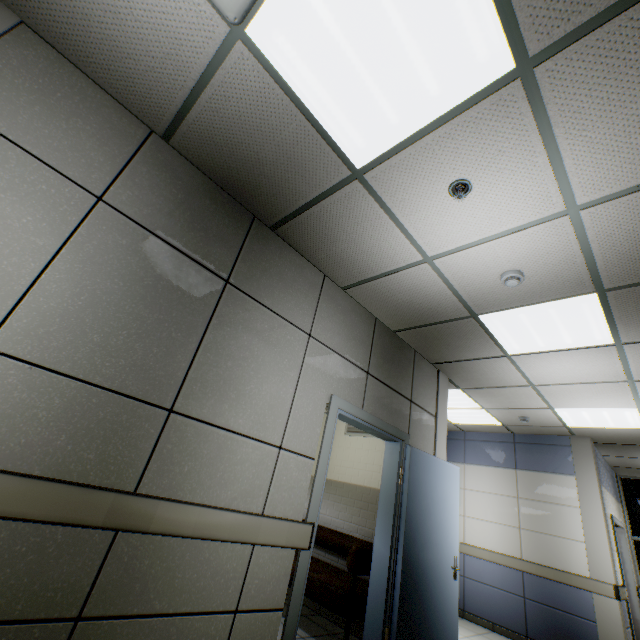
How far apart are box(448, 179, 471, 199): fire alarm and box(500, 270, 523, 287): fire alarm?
0.96m

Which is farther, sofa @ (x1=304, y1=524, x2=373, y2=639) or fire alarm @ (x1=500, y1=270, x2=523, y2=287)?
sofa @ (x1=304, y1=524, x2=373, y2=639)

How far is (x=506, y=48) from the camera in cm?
146

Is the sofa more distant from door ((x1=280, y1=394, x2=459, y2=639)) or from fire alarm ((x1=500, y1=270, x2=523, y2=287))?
fire alarm ((x1=500, y1=270, x2=523, y2=287))

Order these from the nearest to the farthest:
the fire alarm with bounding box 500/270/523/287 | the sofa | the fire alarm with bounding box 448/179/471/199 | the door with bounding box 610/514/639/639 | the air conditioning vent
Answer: the air conditioning vent
the fire alarm with bounding box 448/179/471/199
the fire alarm with bounding box 500/270/523/287
the sofa
the door with bounding box 610/514/639/639

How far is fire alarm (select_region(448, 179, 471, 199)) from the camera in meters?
2.1 m

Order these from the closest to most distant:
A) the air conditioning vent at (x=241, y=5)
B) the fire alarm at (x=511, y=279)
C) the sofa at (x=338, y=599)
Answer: the air conditioning vent at (x=241, y=5) < the fire alarm at (x=511, y=279) < the sofa at (x=338, y=599)

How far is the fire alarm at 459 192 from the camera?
2.1 meters
